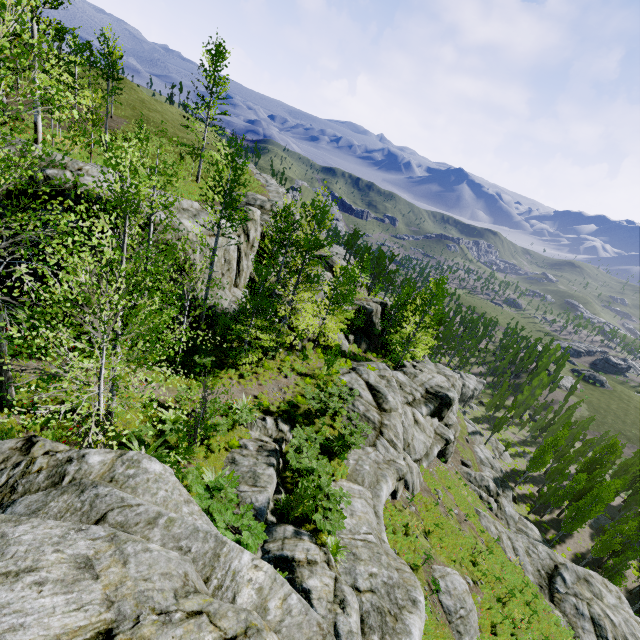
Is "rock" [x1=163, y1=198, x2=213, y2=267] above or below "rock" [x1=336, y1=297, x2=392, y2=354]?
above

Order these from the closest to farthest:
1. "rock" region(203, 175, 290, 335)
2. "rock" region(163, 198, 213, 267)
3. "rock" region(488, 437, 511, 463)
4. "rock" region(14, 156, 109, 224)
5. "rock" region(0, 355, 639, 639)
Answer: "rock" region(0, 355, 639, 639)
"rock" region(14, 156, 109, 224)
"rock" region(163, 198, 213, 267)
"rock" region(203, 175, 290, 335)
"rock" region(488, 437, 511, 463)

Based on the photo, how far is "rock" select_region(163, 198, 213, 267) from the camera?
16.8 meters

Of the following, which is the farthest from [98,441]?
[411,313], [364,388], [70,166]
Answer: [411,313]

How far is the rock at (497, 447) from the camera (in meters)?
53.63
